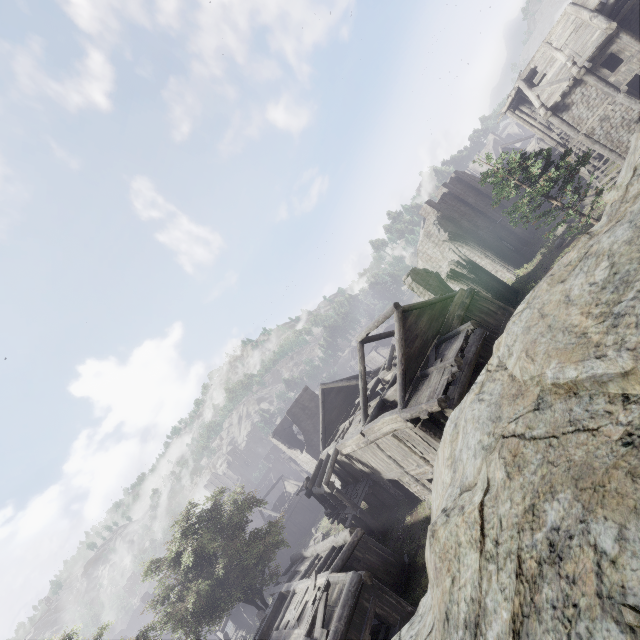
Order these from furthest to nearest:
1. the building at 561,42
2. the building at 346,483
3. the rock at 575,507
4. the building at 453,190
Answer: the building at 453,190, the building at 561,42, the building at 346,483, the rock at 575,507

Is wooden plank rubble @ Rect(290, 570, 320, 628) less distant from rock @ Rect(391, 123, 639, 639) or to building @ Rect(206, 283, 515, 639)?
building @ Rect(206, 283, 515, 639)

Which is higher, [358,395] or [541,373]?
[541,373]

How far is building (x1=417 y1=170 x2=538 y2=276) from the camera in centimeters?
3328cm

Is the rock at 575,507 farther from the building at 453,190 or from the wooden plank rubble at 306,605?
the wooden plank rubble at 306,605
